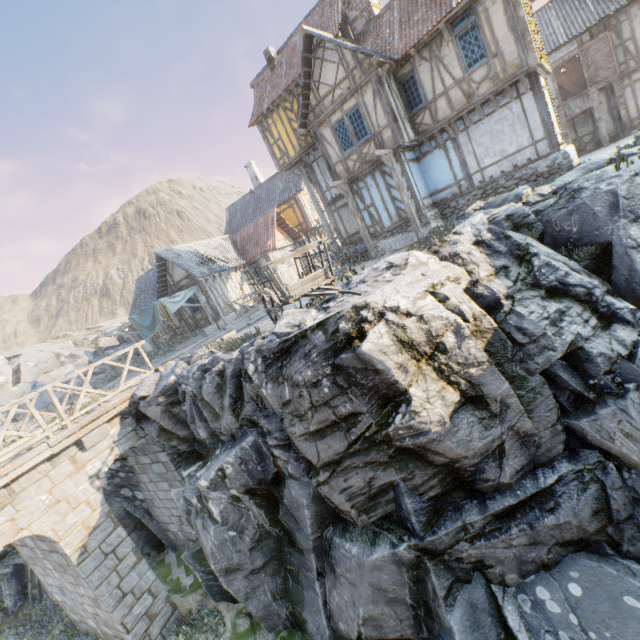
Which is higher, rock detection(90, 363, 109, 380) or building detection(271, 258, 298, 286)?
building detection(271, 258, 298, 286)

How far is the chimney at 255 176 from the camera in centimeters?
3122cm

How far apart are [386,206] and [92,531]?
15.62m

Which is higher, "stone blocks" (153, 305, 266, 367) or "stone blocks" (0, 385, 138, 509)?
"stone blocks" (153, 305, 266, 367)

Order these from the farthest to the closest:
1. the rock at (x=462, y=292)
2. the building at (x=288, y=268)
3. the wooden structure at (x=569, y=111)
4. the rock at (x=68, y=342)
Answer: the building at (x=288, y=268) → the rock at (x=68, y=342) → the wooden structure at (x=569, y=111) → the rock at (x=462, y=292)

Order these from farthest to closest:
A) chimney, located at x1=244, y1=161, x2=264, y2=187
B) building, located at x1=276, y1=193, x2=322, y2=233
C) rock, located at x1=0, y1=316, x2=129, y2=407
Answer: chimney, located at x1=244, y1=161, x2=264, y2=187, building, located at x1=276, y1=193, x2=322, y2=233, rock, located at x1=0, y1=316, x2=129, y2=407

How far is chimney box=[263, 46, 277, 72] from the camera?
18.4 meters

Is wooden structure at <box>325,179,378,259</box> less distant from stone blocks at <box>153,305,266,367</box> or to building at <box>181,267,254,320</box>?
stone blocks at <box>153,305,266,367</box>
